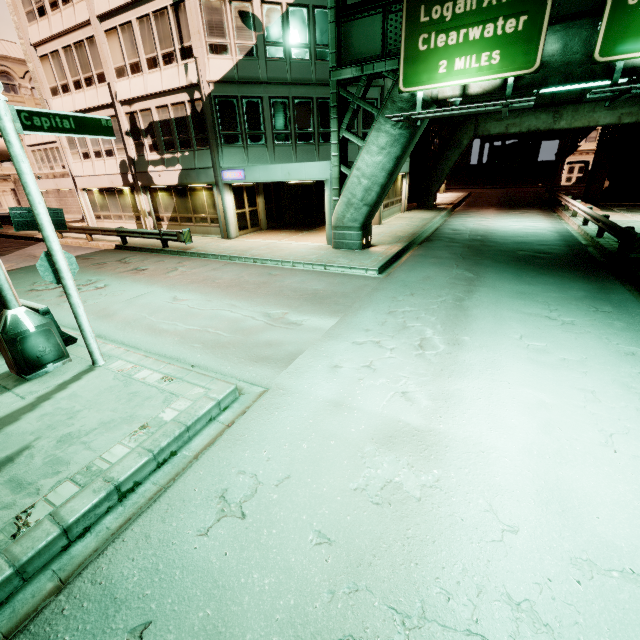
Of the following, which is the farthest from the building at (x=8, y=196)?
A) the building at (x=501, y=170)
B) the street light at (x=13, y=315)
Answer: the building at (x=501, y=170)

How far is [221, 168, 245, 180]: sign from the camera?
16.47m

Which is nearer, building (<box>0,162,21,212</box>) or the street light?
the street light

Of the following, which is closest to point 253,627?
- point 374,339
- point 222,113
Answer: point 374,339

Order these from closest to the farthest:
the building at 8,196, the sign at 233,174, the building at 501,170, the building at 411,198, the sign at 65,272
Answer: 1. the sign at 65,272
2. the sign at 233,174
3. the building at 411,198
4. the building at 8,196
5. the building at 501,170

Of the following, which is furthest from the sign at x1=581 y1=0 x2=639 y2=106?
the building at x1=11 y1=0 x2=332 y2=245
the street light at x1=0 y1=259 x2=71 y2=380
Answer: the street light at x1=0 y1=259 x2=71 y2=380

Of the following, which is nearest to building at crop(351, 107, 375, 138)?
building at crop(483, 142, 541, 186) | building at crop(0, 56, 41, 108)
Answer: building at crop(0, 56, 41, 108)

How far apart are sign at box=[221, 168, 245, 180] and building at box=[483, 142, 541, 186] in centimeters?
4981cm
